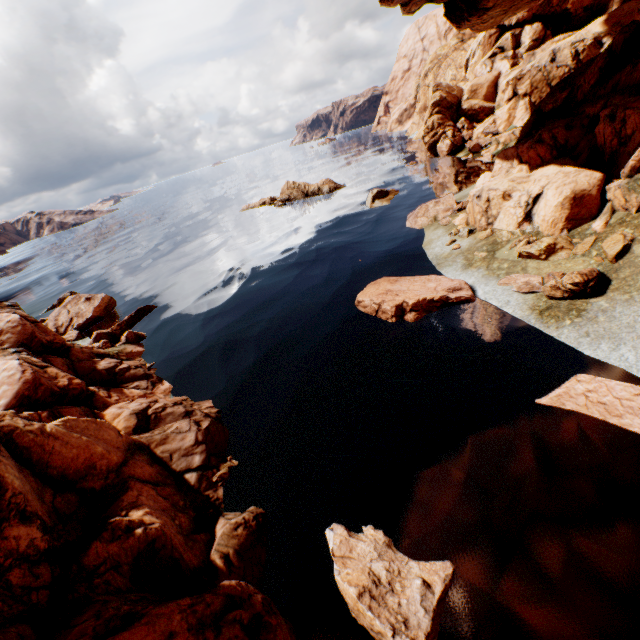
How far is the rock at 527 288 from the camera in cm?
1091

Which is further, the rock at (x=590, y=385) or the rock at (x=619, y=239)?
the rock at (x=619, y=239)

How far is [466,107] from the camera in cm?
4116

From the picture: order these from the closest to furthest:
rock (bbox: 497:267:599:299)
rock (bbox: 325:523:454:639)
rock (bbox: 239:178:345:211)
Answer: rock (bbox: 325:523:454:639) < rock (bbox: 497:267:599:299) < rock (bbox: 239:178:345:211)

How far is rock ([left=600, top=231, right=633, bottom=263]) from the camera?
11.2m

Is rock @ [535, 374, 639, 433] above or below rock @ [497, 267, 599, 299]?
below

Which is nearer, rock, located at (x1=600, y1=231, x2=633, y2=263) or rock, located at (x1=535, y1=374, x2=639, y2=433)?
rock, located at (x1=535, y1=374, x2=639, y2=433)
